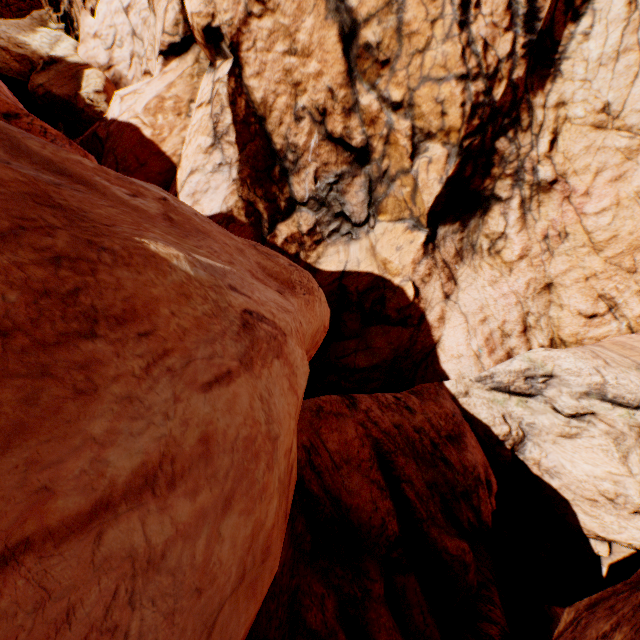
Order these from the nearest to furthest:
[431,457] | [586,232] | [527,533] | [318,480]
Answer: [318,480] → [431,457] → [527,533] → [586,232]
